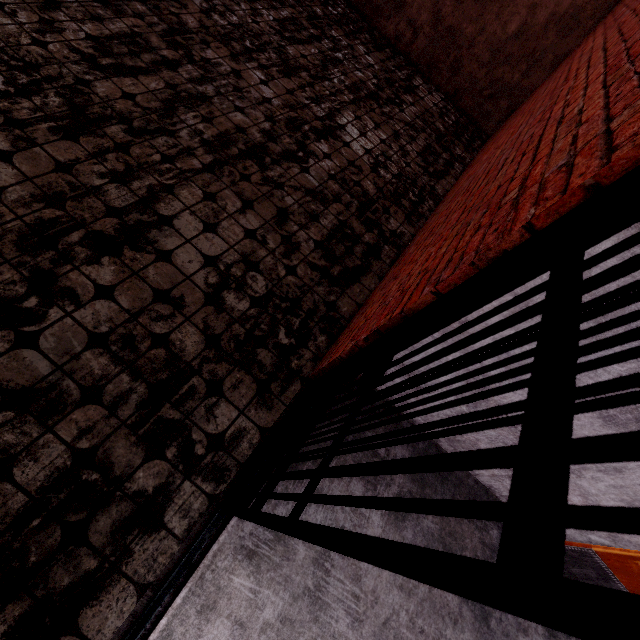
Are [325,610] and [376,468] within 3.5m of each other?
yes

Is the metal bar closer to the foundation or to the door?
the door

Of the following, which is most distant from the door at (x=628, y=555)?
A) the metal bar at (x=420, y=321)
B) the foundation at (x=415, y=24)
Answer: the foundation at (x=415, y=24)

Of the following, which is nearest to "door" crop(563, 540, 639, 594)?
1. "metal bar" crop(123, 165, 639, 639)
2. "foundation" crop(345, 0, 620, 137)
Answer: "metal bar" crop(123, 165, 639, 639)

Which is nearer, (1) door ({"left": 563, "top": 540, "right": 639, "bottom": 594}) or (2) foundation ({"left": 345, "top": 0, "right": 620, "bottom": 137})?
(1) door ({"left": 563, "top": 540, "right": 639, "bottom": 594})
